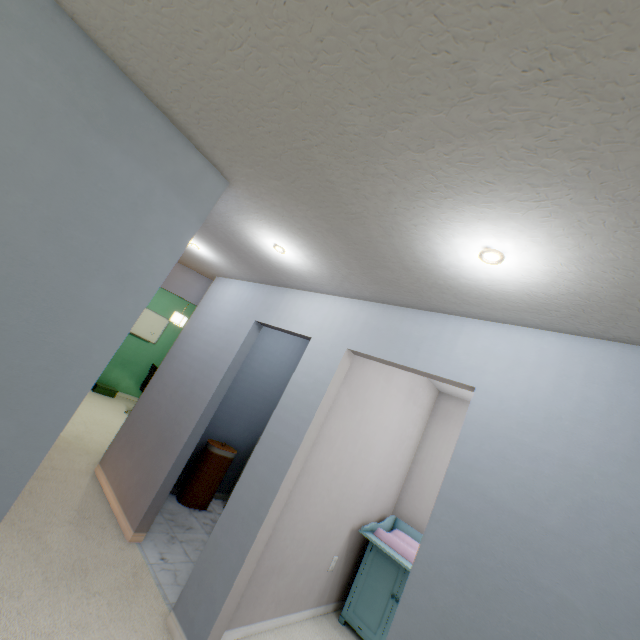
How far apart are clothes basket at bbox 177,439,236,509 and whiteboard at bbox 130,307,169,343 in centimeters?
399cm

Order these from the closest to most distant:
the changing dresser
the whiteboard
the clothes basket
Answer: the changing dresser
the clothes basket
the whiteboard

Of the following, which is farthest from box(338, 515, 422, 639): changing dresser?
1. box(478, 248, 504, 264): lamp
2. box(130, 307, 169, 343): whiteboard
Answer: box(130, 307, 169, 343): whiteboard

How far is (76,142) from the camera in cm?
131

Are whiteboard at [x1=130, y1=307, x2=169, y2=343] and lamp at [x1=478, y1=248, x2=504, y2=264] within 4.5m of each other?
no

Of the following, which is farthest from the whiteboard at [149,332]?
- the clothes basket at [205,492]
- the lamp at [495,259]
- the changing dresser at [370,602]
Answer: the lamp at [495,259]

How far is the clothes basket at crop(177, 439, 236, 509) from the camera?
3.7m

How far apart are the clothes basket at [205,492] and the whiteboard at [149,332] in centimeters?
399cm
